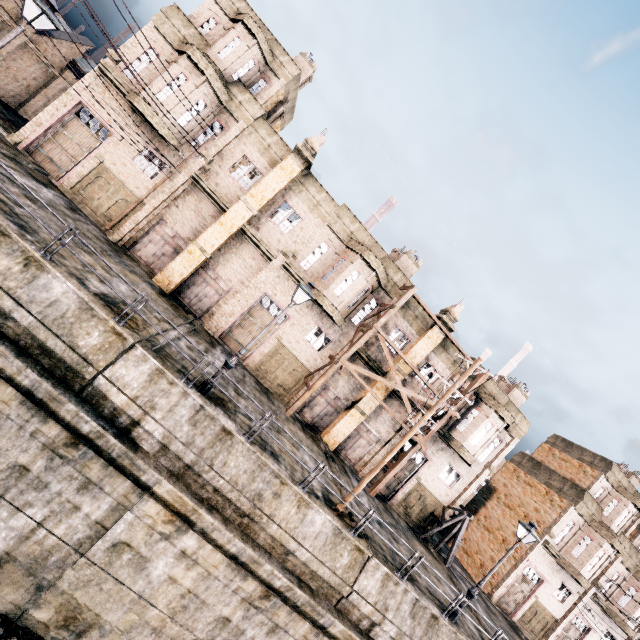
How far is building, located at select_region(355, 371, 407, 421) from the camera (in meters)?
23.05

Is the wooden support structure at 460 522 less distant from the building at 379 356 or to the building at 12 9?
the building at 379 356

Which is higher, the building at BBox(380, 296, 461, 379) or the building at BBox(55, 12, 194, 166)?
the building at BBox(380, 296, 461, 379)

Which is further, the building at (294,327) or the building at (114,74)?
the building at (294,327)

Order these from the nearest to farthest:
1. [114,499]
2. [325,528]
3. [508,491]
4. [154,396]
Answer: [114,499] → [154,396] → [325,528] → [508,491]

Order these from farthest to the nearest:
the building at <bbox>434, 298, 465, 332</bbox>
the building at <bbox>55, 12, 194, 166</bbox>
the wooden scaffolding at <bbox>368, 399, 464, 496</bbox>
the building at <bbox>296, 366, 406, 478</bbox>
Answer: the building at <bbox>434, 298, 465, 332</bbox>
the building at <bbox>296, 366, 406, 478</bbox>
the wooden scaffolding at <bbox>368, 399, 464, 496</bbox>
the building at <bbox>55, 12, 194, 166</bbox>
